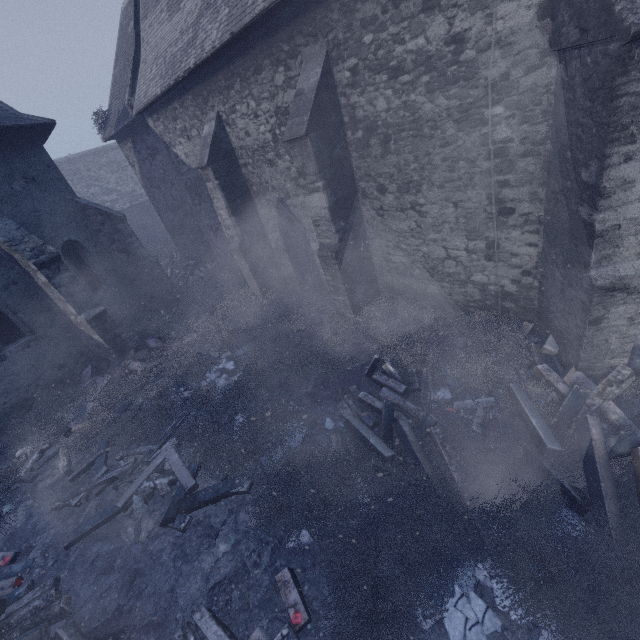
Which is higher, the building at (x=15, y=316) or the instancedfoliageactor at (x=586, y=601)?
the building at (x=15, y=316)

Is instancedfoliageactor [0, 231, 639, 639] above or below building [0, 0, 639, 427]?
below

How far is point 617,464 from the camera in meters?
4.2
